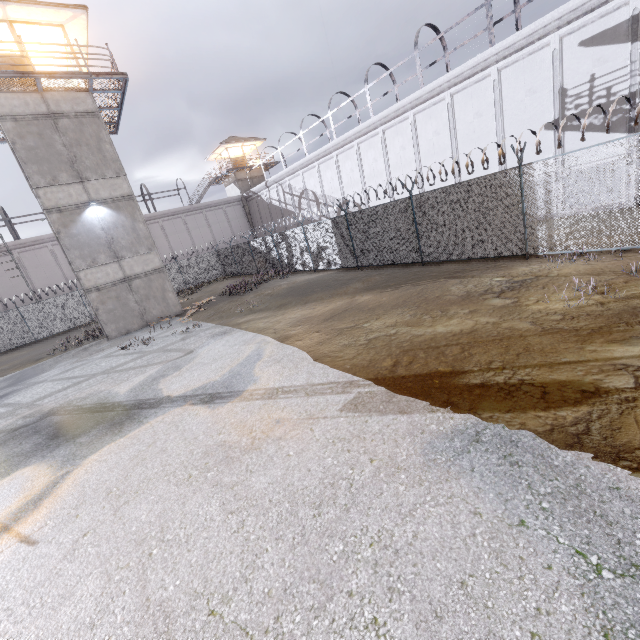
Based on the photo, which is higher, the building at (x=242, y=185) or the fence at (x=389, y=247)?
the building at (x=242, y=185)

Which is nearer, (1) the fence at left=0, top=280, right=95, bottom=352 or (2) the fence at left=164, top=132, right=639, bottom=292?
(2) the fence at left=164, top=132, right=639, bottom=292

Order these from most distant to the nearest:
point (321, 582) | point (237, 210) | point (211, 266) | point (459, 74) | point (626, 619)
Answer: point (237, 210) → point (211, 266) → point (459, 74) → point (321, 582) → point (626, 619)

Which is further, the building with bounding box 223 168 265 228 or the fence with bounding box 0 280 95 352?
the building with bounding box 223 168 265 228

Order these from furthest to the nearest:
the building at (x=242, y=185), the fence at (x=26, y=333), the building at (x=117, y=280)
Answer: the building at (x=242, y=185), the fence at (x=26, y=333), the building at (x=117, y=280)

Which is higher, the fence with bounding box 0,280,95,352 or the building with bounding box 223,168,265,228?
the building with bounding box 223,168,265,228

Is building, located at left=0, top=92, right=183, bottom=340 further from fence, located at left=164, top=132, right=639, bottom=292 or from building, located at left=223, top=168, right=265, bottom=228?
building, located at left=223, top=168, right=265, bottom=228
